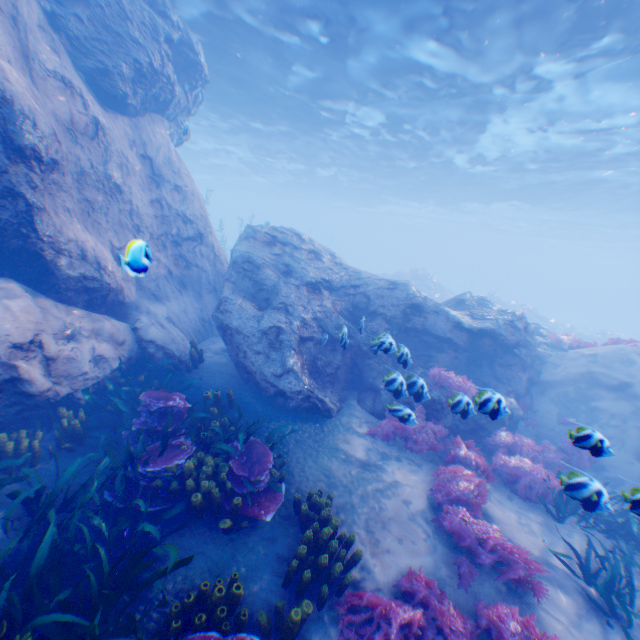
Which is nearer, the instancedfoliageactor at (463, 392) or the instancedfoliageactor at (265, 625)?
the instancedfoliageactor at (265, 625)

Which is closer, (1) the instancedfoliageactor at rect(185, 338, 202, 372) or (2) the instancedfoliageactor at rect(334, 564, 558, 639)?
(2) the instancedfoliageactor at rect(334, 564, 558, 639)

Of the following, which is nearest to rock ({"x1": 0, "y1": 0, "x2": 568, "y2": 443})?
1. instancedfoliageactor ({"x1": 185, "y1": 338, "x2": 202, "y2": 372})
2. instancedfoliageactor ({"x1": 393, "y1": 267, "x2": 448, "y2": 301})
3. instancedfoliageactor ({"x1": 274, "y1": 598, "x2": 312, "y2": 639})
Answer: instancedfoliageactor ({"x1": 185, "y1": 338, "x2": 202, "y2": 372})

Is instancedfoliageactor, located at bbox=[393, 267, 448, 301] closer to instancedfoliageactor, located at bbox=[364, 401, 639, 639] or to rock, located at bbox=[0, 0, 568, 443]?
rock, located at bbox=[0, 0, 568, 443]

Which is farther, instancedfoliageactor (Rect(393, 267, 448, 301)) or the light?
instancedfoliageactor (Rect(393, 267, 448, 301))

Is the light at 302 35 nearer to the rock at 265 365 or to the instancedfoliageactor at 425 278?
the rock at 265 365

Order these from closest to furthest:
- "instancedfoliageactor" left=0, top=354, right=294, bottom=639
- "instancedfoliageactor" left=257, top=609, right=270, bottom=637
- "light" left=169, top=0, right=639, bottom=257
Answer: "instancedfoliageactor" left=0, top=354, right=294, bottom=639
"instancedfoliageactor" left=257, top=609, right=270, bottom=637
"light" left=169, top=0, right=639, bottom=257

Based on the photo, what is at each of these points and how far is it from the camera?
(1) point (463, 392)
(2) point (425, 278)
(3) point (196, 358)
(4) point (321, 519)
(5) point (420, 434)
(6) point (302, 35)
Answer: (1) instancedfoliageactor, 8.32m
(2) instancedfoliageactor, 32.91m
(3) instancedfoliageactor, 8.53m
(4) instancedfoliageactor, 5.14m
(5) instancedfoliageactor, 7.53m
(6) light, 12.23m
